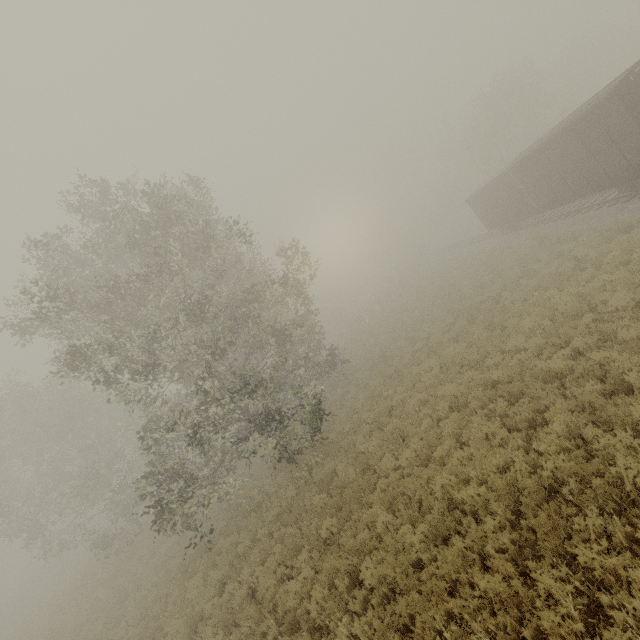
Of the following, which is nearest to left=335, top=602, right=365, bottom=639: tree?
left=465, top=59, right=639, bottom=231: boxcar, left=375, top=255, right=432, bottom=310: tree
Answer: left=465, top=59, right=639, bottom=231: boxcar

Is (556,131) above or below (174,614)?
above

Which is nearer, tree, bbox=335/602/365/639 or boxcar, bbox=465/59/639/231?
tree, bbox=335/602/365/639

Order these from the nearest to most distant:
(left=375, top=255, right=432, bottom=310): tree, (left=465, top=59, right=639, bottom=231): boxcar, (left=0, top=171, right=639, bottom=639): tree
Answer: (left=0, top=171, right=639, bottom=639): tree < (left=465, top=59, right=639, bottom=231): boxcar < (left=375, top=255, right=432, bottom=310): tree

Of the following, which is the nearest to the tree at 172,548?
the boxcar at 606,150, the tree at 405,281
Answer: the boxcar at 606,150

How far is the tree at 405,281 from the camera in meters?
46.8 m

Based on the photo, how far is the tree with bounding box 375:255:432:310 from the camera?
46.8m
